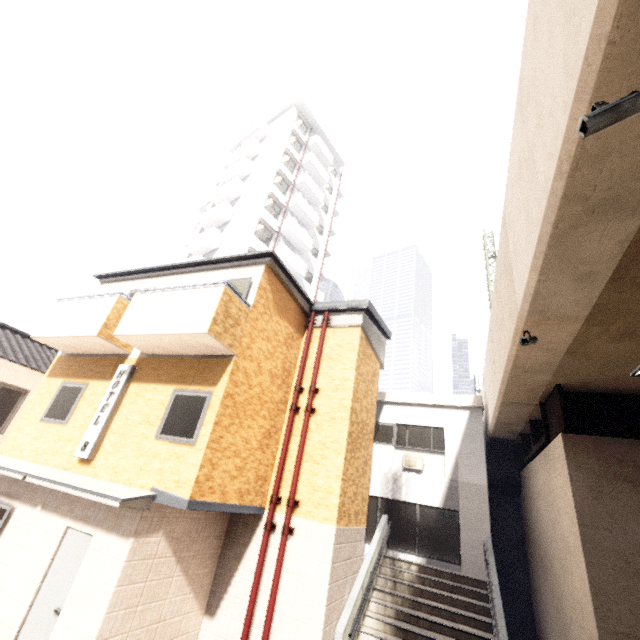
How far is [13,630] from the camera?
6.0m

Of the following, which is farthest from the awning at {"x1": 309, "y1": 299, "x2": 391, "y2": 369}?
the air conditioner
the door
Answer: the door

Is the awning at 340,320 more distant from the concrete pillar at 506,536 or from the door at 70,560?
the door at 70,560

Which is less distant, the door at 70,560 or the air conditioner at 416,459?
the door at 70,560

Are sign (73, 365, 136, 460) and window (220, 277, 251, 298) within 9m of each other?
yes

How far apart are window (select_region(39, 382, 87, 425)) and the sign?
1.1 meters

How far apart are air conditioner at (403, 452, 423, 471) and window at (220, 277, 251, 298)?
9.7 meters

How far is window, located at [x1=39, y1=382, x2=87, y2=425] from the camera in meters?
8.6 m
